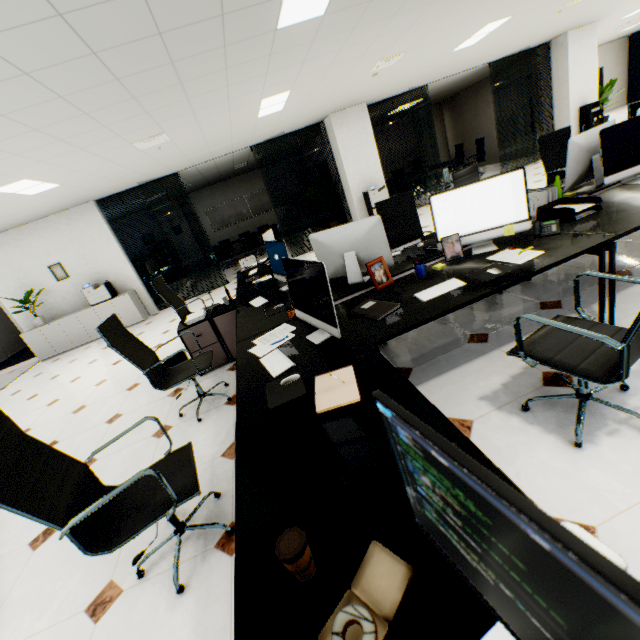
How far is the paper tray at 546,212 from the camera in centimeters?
239cm

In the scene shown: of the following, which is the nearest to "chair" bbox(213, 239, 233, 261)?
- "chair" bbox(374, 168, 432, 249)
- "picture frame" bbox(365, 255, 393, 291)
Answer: "chair" bbox(374, 168, 432, 249)

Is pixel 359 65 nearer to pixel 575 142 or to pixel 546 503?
pixel 575 142

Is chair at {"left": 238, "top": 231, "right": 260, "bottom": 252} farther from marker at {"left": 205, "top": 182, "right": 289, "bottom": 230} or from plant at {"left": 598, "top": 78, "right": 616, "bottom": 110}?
plant at {"left": 598, "top": 78, "right": 616, "bottom": 110}

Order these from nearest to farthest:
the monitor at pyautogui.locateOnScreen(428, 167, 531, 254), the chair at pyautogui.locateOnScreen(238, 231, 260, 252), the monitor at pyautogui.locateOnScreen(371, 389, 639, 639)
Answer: the monitor at pyautogui.locateOnScreen(371, 389, 639, 639), the monitor at pyautogui.locateOnScreen(428, 167, 531, 254), the chair at pyautogui.locateOnScreen(238, 231, 260, 252)

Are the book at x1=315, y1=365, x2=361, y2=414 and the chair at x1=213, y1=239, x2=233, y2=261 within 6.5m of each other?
no

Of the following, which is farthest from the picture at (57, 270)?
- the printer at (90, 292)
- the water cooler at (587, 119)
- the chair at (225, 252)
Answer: the water cooler at (587, 119)

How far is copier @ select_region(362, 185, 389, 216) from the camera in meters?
8.2
